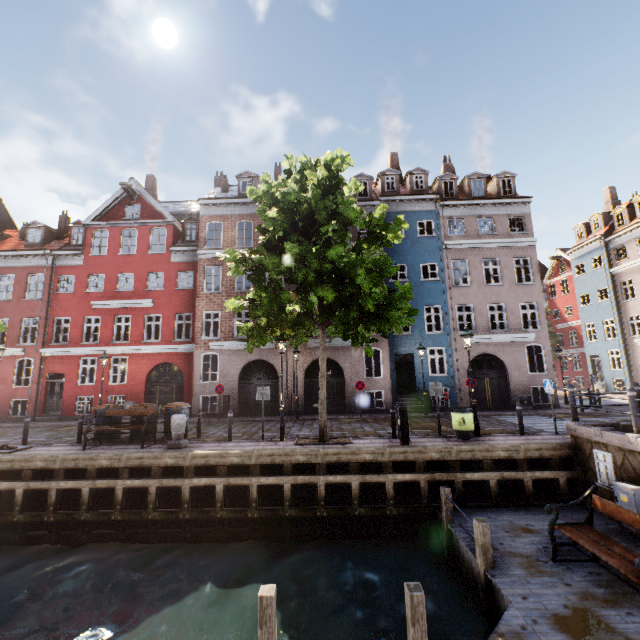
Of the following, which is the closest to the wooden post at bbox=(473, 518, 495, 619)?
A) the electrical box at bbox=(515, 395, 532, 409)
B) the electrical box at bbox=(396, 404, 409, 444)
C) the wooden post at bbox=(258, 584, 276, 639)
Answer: the electrical box at bbox=(396, 404, 409, 444)

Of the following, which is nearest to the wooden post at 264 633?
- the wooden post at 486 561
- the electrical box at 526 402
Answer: the wooden post at 486 561

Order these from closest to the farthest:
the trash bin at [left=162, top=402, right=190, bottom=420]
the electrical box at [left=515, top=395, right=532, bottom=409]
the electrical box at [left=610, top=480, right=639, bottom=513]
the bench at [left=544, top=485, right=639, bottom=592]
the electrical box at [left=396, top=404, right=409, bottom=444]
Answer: the bench at [left=544, top=485, right=639, bottom=592] < the electrical box at [left=610, top=480, right=639, bottom=513] < the electrical box at [left=396, top=404, right=409, bottom=444] < the trash bin at [left=162, top=402, right=190, bottom=420] < the electrical box at [left=515, top=395, right=532, bottom=409]

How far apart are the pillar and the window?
12.3 meters

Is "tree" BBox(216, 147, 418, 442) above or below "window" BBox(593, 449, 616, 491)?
above

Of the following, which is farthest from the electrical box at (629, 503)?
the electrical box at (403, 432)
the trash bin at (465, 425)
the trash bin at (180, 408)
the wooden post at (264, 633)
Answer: the trash bin at (180, 408)

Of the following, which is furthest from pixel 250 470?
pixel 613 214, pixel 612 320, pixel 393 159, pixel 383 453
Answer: pixel 612 320

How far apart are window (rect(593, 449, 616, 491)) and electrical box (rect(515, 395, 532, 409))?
10.7m
